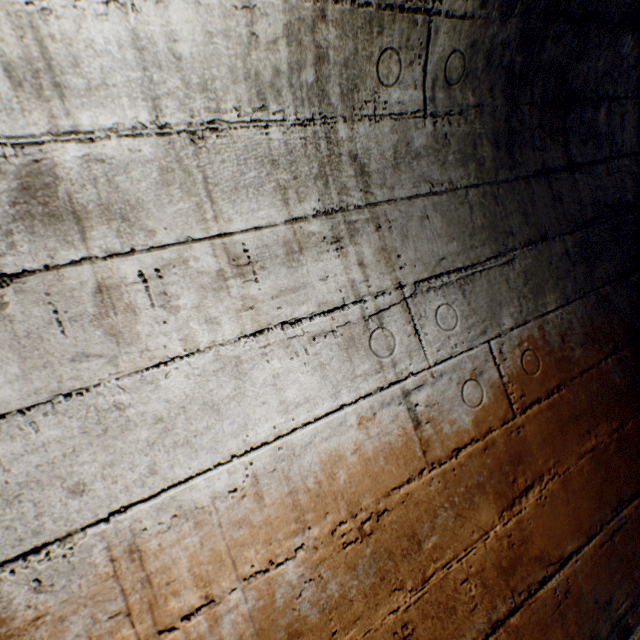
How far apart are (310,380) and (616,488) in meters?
1.6 m
